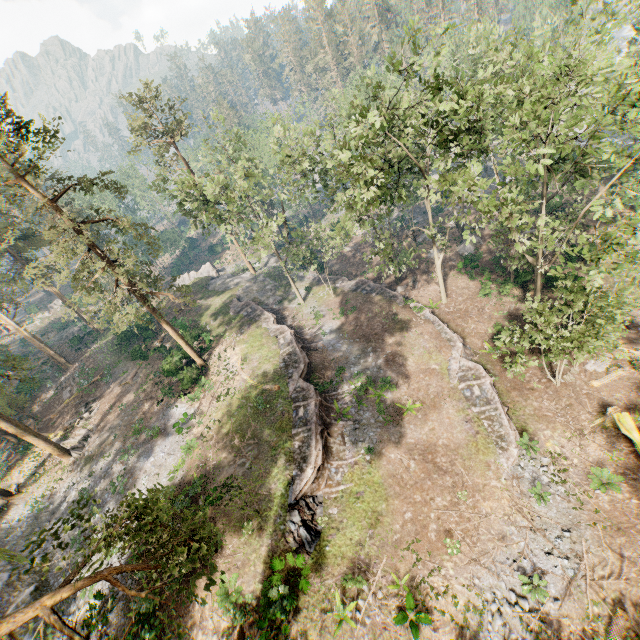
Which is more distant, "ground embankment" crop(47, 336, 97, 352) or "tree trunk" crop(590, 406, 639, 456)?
"ground embankment" crop(47, 336, 97, 352)

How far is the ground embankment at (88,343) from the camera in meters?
46.6 m

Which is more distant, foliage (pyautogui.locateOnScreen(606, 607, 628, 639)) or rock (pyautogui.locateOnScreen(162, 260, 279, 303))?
rock (pyautogui.locateOnScreen(162, 260, 279, 303))

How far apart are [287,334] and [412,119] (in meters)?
20.40

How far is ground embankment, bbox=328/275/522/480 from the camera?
19.53m

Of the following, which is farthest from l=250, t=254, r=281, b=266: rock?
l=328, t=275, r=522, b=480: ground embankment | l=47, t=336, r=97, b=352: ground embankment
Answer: l=47, t=336, r=97, b=352: ground embankment

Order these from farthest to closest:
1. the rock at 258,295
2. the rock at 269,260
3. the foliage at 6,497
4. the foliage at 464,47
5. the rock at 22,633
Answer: the rock at 269,260 < the rock at 258,295 < the foliage at 6,497 < the rock at 22,633 < the foliage at 464,47

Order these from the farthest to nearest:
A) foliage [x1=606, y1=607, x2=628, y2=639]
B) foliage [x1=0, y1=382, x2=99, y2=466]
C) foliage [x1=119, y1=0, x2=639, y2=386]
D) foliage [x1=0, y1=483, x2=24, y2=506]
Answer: foliage [x1=0, y1=483, x2=24, y2=506], foliage [x1=0, y1=382, x2=99, y2=466], foliage [x1=119, y1=0, x2=639, y2=386], foliage [x1=606, y1=607, x2=628, y2=639]
